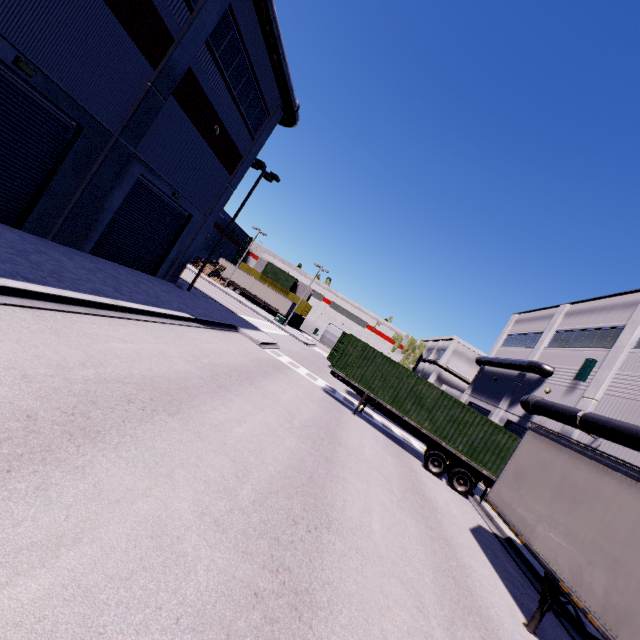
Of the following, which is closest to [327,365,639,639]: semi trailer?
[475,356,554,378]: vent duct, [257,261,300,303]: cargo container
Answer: [257,261,300,303]: cargo container

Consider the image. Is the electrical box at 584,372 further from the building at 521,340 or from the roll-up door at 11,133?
the roll-up door at 11,133

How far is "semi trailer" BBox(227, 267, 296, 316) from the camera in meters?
51.7

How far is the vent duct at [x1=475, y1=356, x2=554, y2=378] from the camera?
22.9m

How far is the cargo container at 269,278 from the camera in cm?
5900

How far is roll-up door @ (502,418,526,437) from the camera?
22.5 meters

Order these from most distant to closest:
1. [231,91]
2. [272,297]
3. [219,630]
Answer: [272,297] < [231,91] < [219,630]

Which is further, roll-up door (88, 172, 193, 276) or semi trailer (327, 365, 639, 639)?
roll-up door (88, 172, 193, 276)
